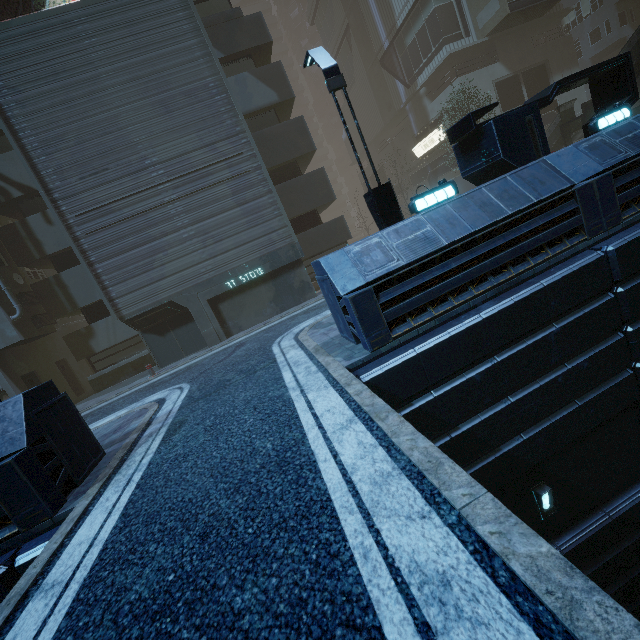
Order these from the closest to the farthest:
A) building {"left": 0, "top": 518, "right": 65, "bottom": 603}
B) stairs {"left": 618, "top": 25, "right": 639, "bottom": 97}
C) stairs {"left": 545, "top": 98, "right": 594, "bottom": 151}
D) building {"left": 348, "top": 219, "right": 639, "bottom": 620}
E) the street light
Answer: building {"left": 0, "top": 518, "right": 65, "bottom": 603} < building {"left": 348, "top": 219, "right": 639, "bottom": 620} < the street light < stairs {"left": 618, "top": 25, "right": 639, "bottom": 97} < stairs {"left": 545, "top": 98, "right": 594, "bottom": 151}

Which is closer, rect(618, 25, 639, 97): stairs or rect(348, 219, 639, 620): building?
rect(348, 219, 639, 620): building

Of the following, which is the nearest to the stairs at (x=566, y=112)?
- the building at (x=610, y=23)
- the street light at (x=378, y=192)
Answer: the building at (x=610, y=23)

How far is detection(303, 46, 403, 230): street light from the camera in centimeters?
795cm

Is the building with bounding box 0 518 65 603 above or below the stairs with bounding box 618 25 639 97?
below

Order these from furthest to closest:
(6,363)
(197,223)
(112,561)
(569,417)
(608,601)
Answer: (6,363), (197,223), (569,417), (112,561), (608,601)
